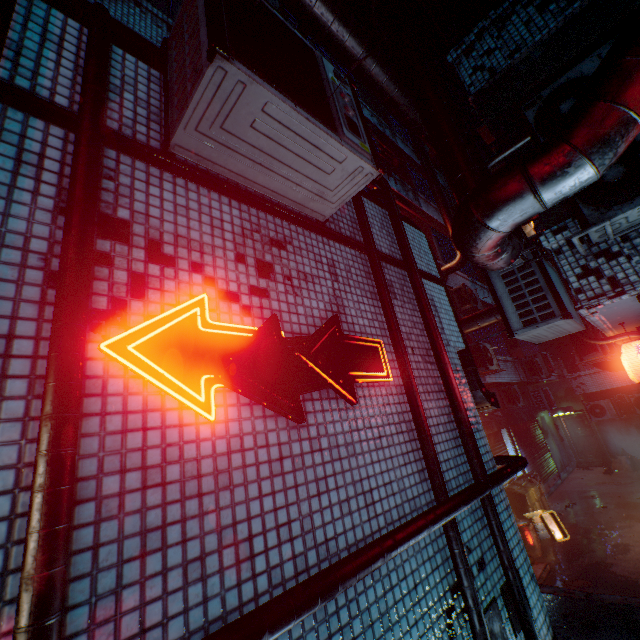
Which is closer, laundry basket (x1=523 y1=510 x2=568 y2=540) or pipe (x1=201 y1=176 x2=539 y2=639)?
pipe (x1=201 y1=176 x2=539 y2=639)

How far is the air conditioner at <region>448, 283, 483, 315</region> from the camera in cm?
873

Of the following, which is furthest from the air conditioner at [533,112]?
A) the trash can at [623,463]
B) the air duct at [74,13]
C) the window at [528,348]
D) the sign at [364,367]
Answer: the trash can at [623,463]

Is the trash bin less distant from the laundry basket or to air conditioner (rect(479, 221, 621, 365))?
the laundry basket

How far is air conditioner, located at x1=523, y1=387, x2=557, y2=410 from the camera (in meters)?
13.38

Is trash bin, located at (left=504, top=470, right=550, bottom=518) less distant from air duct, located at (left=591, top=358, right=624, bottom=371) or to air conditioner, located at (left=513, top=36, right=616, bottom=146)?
air duct, located at (left=591, top=358, right=624, bottom=371)

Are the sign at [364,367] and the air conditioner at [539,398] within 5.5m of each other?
no

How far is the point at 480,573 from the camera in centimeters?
225cm
